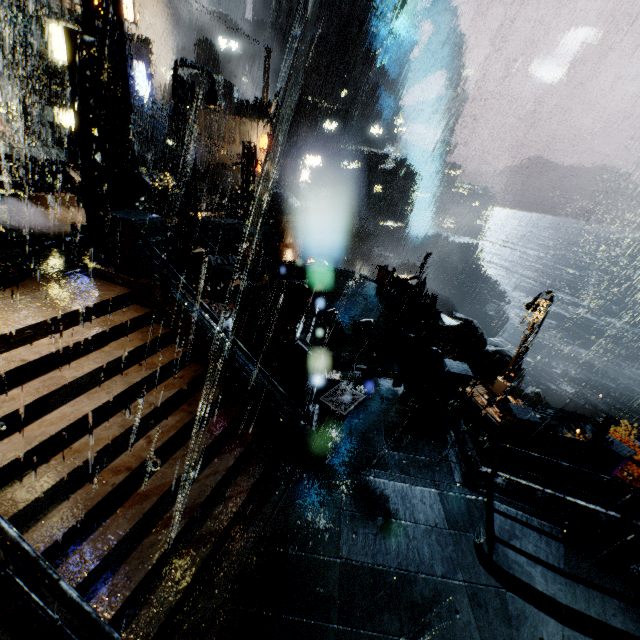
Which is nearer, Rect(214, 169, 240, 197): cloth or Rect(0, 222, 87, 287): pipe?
Rect(0, 222, 87, 287): pipe

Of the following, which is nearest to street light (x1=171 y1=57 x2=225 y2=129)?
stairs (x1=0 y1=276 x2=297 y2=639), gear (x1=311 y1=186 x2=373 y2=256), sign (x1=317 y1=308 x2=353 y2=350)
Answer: stairs (x1=0 y1=276 x2=297 y2=639)

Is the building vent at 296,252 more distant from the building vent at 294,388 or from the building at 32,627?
the building vent at 294,388

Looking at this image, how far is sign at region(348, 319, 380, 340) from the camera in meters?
13.2

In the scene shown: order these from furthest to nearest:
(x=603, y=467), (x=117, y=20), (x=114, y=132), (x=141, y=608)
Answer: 1. (x=603, y=467)
2. (x=117, y=20)
3. (x=114, y=132)
4. (x=141, y=608)

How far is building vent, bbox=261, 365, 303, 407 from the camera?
11.7 meters

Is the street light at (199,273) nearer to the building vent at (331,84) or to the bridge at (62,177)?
the bridge at (62,177)

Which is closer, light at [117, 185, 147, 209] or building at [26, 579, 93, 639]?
building at [26, 579, 93, 639]
